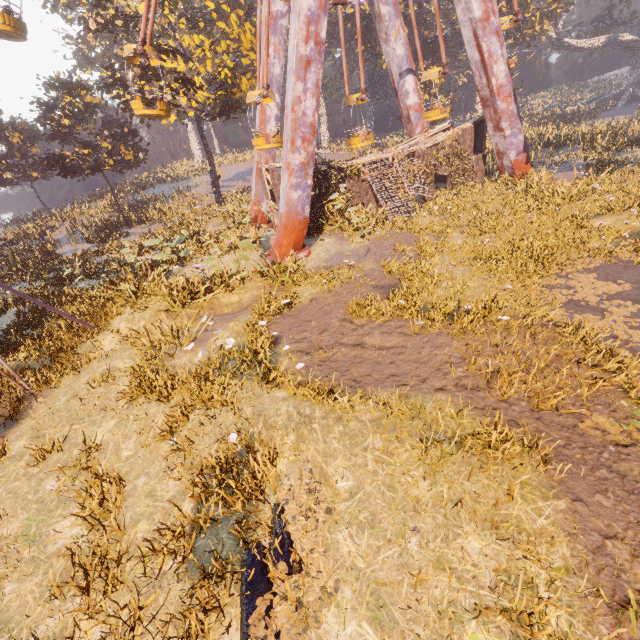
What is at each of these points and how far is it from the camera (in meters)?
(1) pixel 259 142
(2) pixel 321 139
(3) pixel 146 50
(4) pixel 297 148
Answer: (1) ferris wheel, 17.27
(2) instancedfoliageactor, 53.34
(3) ferris wheel, 14.21
(4) metal support, 14.41

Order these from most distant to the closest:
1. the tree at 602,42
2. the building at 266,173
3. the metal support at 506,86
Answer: the tree at 602,42 < the building at 266,173 < the metal support at 506,86

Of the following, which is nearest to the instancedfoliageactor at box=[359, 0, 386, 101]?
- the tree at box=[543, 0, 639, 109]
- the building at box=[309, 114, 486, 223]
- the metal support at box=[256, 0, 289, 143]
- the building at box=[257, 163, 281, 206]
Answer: the building at box=[257, 163, 281, 206]

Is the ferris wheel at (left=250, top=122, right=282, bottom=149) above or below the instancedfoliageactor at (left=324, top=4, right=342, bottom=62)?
below

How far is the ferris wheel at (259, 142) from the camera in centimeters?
1714cm

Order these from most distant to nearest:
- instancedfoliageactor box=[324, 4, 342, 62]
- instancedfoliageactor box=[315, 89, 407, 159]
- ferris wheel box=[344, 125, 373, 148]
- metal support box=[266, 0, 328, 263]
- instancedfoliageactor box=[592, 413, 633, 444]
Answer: instancedfoliageactor box=[315, 89, 407, 159] < instancedfoliageactor box=[324, 4, 342, 62] < ferris wheel box=[344, 125, 373, 148] < metal support box=[266, 0, 328, 263] < instancedfoliageactor box=[592, 413, 633, 444]

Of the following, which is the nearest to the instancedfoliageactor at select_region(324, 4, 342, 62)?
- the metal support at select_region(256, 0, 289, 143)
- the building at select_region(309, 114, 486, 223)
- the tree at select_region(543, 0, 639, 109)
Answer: the building at select_region(309, 114, 486, 223)

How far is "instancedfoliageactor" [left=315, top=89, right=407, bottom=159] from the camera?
41.5m
